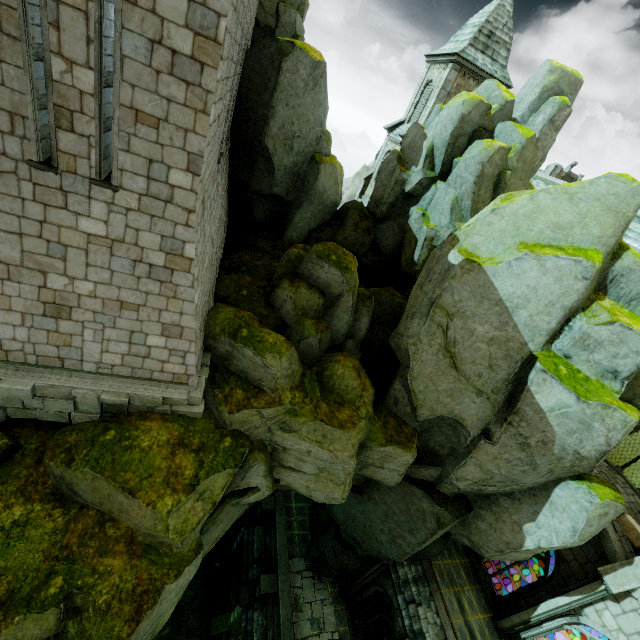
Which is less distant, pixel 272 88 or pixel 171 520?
pixel 171 520

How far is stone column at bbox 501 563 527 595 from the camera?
24.4m

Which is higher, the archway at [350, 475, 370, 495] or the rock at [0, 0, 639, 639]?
the rock at [0, 0, 639, 639]

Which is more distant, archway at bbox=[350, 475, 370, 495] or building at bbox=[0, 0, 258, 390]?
archway at bbox=[350, 475, 370, 495]

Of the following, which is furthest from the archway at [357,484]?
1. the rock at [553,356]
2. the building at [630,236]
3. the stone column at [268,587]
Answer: the stone column at [268,587]

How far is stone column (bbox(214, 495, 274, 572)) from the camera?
21.78m

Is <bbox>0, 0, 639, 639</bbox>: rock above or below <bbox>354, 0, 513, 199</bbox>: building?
below

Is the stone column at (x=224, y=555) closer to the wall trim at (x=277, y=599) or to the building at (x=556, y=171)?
the wall trim at (x=277, y=599)
